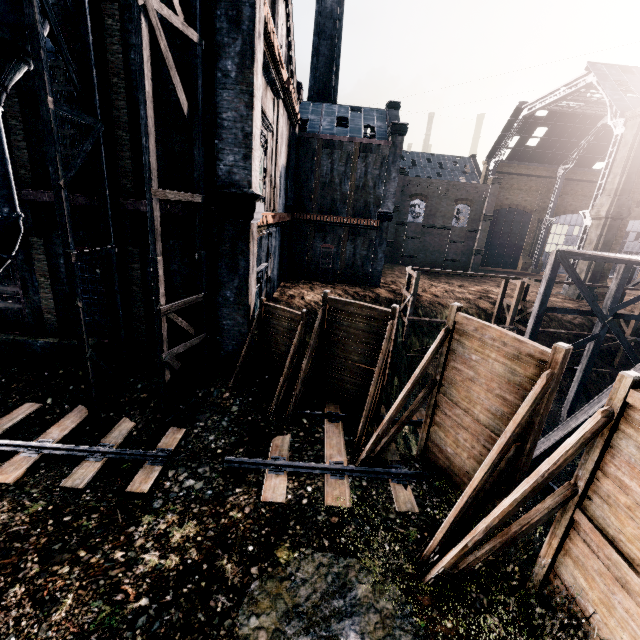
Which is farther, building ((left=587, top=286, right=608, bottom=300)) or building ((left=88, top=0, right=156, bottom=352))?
building ((left=587, top=286, right=608, bottom=300))

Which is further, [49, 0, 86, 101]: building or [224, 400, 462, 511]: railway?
[49, 0, 86, 101]: building

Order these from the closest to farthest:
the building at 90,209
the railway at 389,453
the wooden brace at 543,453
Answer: the railway at 389,453 → the building at 90,209 → the wooden brace at 543,453

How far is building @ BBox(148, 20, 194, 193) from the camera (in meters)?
11.06

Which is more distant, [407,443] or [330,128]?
[330,128]

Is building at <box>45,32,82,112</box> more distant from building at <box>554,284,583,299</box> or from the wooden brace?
building at <box>554,284,583,299</box>

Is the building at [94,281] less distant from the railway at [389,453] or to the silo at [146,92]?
the silo at [146,92]

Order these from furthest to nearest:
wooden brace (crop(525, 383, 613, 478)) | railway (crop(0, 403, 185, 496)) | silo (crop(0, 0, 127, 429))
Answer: wooden brace (crop(525, 383, 613, 478)), railway (crop(0, 403, 185, 496)), silo (crop(0, 0, 127, 429))
